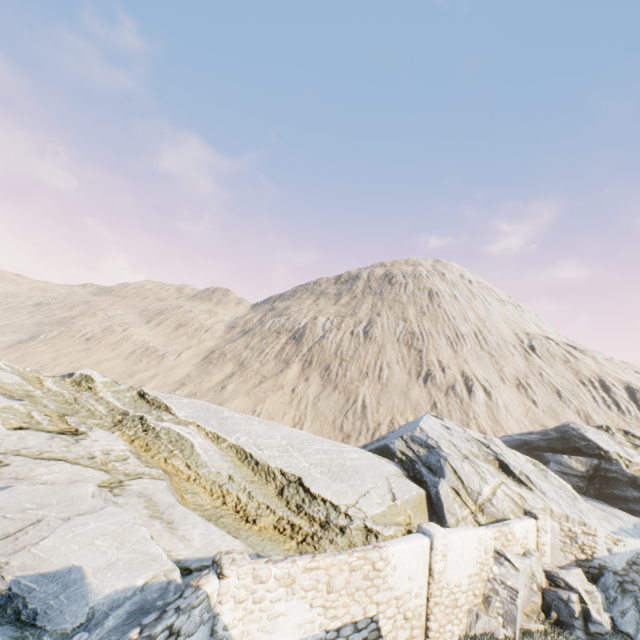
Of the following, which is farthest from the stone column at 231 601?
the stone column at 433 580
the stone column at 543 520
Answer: the stone column at 543 520

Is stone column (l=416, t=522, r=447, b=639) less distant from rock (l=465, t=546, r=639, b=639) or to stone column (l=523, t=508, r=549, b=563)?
rock (l=465, t=546, r=639, b=639)

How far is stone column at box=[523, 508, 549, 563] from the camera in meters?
12.6

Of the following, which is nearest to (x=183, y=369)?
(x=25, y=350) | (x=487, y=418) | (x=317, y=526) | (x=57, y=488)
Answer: (x=25, y=350)

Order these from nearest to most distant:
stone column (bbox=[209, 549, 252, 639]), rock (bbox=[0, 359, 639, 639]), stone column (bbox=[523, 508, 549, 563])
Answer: rock (bbox=[0, 359, 639, 639])
stone column (bbox=[209, 549, 252, 639])
stone column (bbox=[523, 508, 549, 563])

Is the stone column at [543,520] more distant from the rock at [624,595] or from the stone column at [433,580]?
the stone column at [433,580]

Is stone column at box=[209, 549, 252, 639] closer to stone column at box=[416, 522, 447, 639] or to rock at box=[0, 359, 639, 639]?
rock at box=[0, 359, 639, 639]
